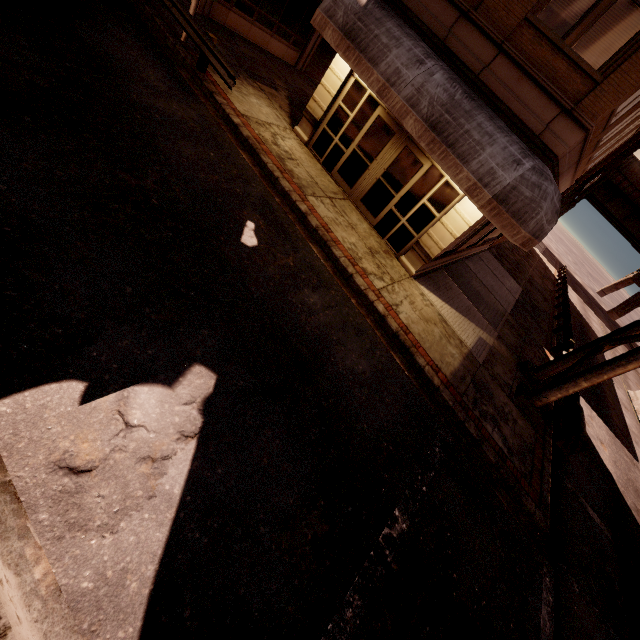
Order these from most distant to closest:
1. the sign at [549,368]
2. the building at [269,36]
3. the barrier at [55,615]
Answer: the building at [269,36], the sign at [549,368], the barrier at [55,615]

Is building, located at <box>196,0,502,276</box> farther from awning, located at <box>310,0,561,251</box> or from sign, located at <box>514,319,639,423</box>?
sign, located at <box>514,319,639,423</box>

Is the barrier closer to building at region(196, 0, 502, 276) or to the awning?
the awning

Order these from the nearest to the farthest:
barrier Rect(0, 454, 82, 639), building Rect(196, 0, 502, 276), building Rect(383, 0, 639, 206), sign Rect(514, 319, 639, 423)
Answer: barrier Rect(0, 454, 82, 639)
building Rect(383, 0, 639, 206)
sign Rect(514, 319, 639, 423)
building Rect(196, 0, 502, 276)

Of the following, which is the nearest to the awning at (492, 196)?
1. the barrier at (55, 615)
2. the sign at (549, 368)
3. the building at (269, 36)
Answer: the building at (269, 36)

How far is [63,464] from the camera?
3.1 meters

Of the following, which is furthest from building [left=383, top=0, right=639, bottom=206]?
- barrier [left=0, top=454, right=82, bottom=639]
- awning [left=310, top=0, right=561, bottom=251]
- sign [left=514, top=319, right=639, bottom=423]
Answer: barrier [left=0, top=454, right=82, bottom=639]
